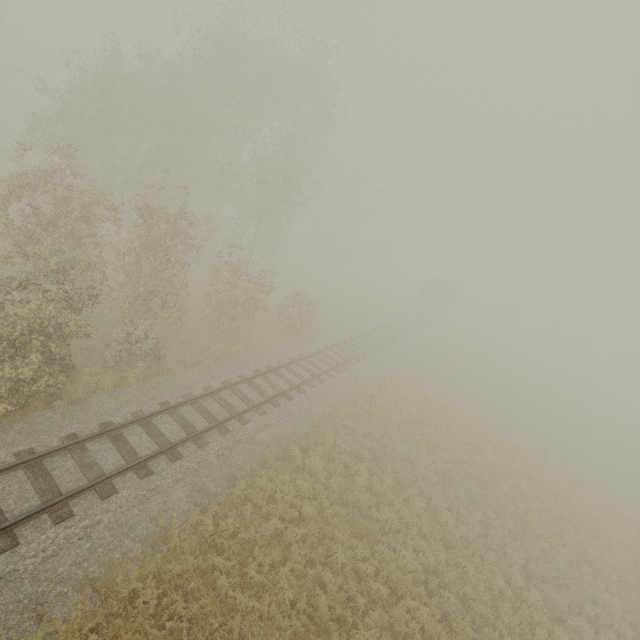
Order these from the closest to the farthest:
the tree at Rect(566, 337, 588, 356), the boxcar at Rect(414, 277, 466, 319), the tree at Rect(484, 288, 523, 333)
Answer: the boxcar at Rect(414, 277, 466, 319) → the tree at Rect(484, 288, 523, 333) → the tree at Rect(566, 337, 588, 356)

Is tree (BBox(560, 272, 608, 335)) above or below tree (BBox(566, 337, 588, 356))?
above

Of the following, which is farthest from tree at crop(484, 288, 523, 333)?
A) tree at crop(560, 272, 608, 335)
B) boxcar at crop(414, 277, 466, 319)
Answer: tree at crop(560, 272, 608, 335)

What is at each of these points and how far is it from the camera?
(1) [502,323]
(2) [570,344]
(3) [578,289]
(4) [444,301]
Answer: (1) tree, 54.2 meters
(2) tree, 59.8 meters
(3) tree, 58.4 meters
(4) boxcar, 39.1 meters

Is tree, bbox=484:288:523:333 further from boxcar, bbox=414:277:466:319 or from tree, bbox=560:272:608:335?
tree, bbox=560:272:608:335

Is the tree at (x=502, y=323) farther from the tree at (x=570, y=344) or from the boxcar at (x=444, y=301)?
the tree at (x=570, y=344)

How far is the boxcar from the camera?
39.06m

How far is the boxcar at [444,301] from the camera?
39.1m
